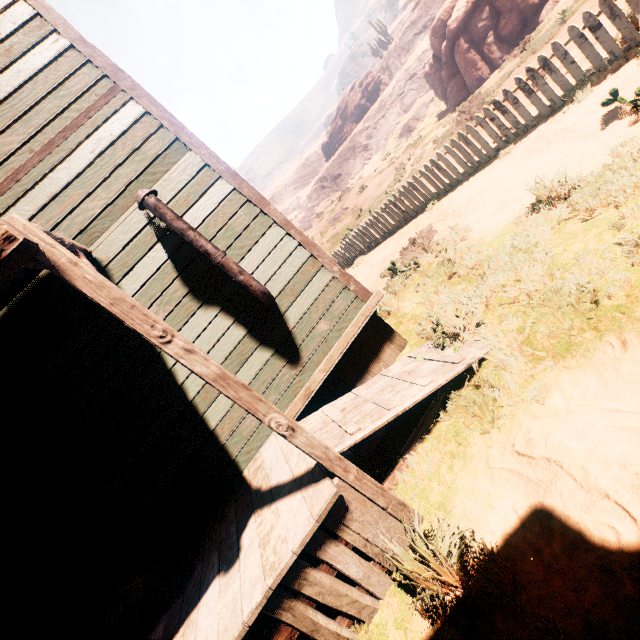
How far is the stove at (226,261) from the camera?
3.4 meters

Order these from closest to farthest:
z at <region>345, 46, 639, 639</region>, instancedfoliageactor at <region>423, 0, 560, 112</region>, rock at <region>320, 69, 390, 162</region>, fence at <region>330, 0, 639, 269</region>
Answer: z at <region>345, 46, 639, 639</region>
fence at <region>330, 0, 639, 269</region>
instancedfoliageactor at <region>423, 0, 560, 112</region>
rock at <region>320, 69, 390, 162</region>

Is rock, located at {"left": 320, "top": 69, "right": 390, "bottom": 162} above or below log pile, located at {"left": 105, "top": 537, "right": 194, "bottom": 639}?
above

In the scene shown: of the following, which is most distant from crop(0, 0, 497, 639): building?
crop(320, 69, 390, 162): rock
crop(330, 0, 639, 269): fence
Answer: crop(320, 69, 390, 162): rock

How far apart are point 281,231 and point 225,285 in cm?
102

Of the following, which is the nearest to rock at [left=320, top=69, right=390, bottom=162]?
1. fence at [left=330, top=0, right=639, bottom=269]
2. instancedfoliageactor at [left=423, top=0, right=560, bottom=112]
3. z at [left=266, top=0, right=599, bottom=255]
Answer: z at [left=266, top=0, right=599, bottom=255]

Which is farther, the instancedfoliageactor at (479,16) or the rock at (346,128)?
the rock at (346,128)

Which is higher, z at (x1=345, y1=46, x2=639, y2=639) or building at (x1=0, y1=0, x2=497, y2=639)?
building at (x1=0, y1=0, x2=497, y2=639)
